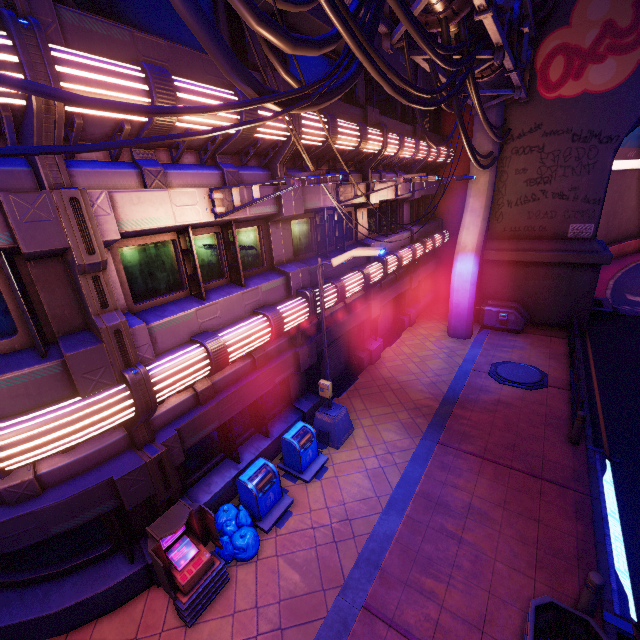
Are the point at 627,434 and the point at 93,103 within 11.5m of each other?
no

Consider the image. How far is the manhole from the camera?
12.2 meters

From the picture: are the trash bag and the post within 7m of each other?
yes

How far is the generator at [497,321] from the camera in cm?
1630

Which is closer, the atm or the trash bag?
the atm

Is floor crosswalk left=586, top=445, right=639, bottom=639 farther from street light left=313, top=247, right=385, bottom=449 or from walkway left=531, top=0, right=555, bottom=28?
walkway left=531, top=0, right=555, bottom=28

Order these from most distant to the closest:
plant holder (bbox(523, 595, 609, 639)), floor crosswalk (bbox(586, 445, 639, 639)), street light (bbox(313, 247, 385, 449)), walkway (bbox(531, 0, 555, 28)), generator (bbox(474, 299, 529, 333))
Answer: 1. generator (bbox(474, 299, 529, 333))
2. walkway (bbox(531, 0, 555, 28))
3. street light (bbox(313, 247, 385, 449))
4. floor crosswalk (bbox(586, 445, 639, 639))
5. plant holder (bbox(523, 595, 609, 639))

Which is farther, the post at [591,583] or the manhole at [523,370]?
the manhole at [523,370]
